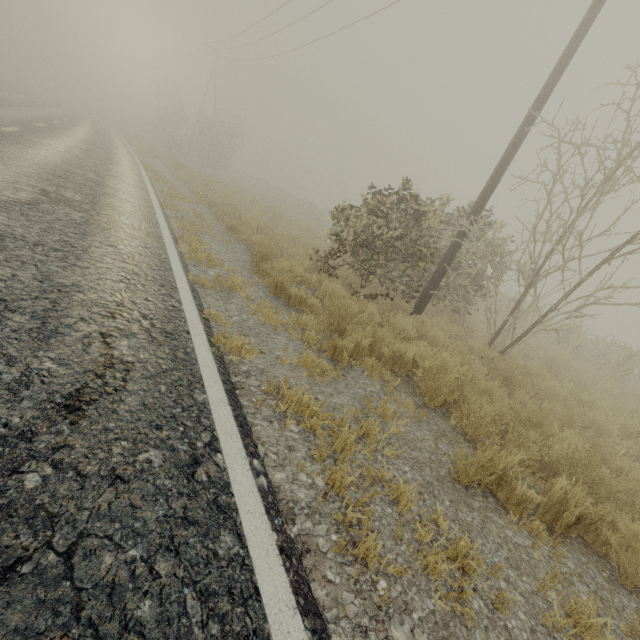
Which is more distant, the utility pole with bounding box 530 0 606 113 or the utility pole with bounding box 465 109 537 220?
the utility pole with bounding box 465 109 537 220

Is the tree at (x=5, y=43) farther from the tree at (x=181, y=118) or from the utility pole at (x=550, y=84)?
the utility pole at (x=550, y=84)

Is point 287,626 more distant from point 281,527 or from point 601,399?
point 601,399

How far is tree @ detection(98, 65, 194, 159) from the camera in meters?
31.1

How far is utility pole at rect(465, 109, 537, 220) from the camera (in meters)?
7.11

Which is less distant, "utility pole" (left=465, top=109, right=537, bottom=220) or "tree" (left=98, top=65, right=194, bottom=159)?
"utility pole" (left=465, top=109, right=537, bottom=220)

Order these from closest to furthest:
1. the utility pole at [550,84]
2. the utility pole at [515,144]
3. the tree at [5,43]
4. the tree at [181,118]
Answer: the utility pole at [550,84], the utility pole at [515,144], the tree at [181,118], the tree at [5,43]
